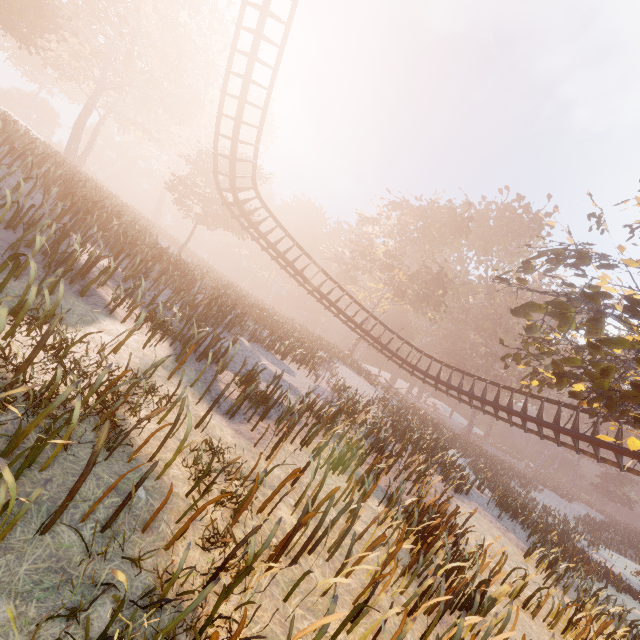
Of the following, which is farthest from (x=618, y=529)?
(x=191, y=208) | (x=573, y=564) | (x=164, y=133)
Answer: (x=164, y=133)

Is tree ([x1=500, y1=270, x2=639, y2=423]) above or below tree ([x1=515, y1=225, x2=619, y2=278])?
below

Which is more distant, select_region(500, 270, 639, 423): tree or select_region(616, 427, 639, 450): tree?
select_region(616, 427, 639, 450): tree

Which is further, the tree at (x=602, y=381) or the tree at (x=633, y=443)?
the tree at (x=633, y=443)

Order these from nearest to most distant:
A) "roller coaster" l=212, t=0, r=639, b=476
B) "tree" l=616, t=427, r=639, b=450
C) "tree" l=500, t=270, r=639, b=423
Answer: "tree" l=500, t=270, r=639, b=423 < "tree" l=616, t=427, r=639, b=450 < "roller coaster" l=212, t=0, r=639, b=476

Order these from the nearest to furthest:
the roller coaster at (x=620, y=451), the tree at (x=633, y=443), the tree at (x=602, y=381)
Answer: the tree at (x=602, y=381), the tree at (x=633, y=443), the roller coaster at (x=620, y=451)

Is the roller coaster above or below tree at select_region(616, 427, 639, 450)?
below
